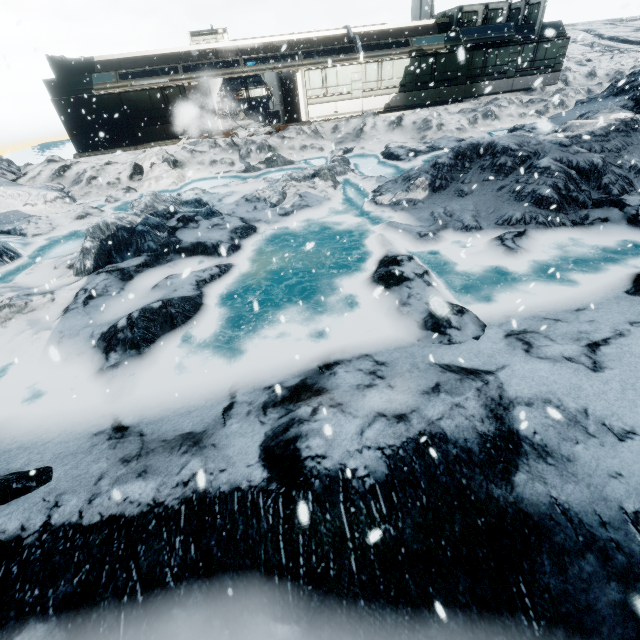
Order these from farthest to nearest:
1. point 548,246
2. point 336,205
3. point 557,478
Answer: point 336,205 < point 548,246 < point 557,478
